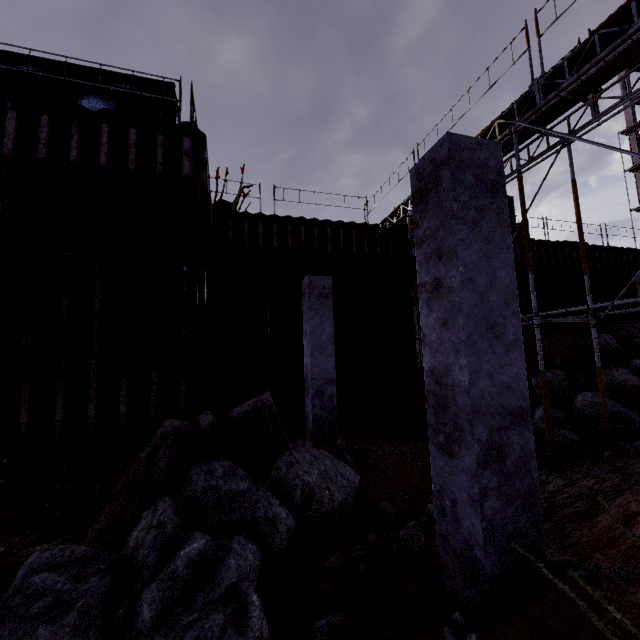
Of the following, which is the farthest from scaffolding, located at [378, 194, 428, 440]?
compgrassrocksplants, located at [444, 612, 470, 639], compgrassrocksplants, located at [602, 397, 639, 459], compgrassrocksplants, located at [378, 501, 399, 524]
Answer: compgrassrocksplants, located at [444, 612, 470, 639]

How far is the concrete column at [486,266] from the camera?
2.5 meters

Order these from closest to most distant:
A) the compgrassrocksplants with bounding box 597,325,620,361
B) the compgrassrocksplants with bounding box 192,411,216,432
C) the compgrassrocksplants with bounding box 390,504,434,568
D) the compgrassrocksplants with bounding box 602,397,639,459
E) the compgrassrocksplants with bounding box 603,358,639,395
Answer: the compgrassrocksplants with bounding box 390,504,434,568 → the compgrassrocksplants with bounding box 192,411,216,432 → the compgrassrocksplants with bounding box 602,397,639,459 → the compgrassrocksplants with bounding box 603,358,639,395 → the compgrassrocksplants with bounding box 597,325,620,361

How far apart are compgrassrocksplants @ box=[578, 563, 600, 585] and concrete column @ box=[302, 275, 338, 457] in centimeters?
491cm

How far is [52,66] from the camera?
10.9 meters

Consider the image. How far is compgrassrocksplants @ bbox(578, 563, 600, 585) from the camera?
2.38m

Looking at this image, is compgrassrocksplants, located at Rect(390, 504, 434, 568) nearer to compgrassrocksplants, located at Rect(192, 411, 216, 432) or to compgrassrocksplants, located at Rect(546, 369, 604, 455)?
compgrassrocksplants, located at Rect(192, 411, 216, 432)

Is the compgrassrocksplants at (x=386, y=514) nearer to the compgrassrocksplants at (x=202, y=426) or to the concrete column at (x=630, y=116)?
the compgrassrocksplants at (x=202, y=426)
